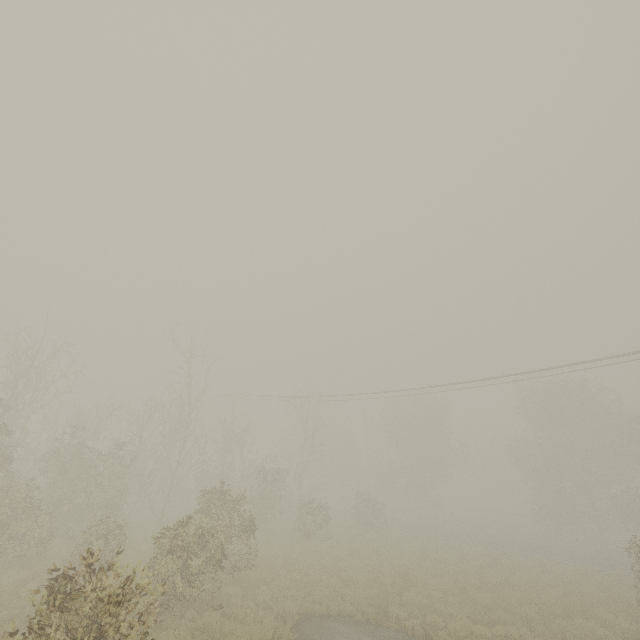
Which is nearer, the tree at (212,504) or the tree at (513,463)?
the tree at (212,504)

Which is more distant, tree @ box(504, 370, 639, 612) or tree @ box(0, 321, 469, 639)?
tree @ box(504, 370, 639, 612)

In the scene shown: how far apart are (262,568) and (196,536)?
3.2m
